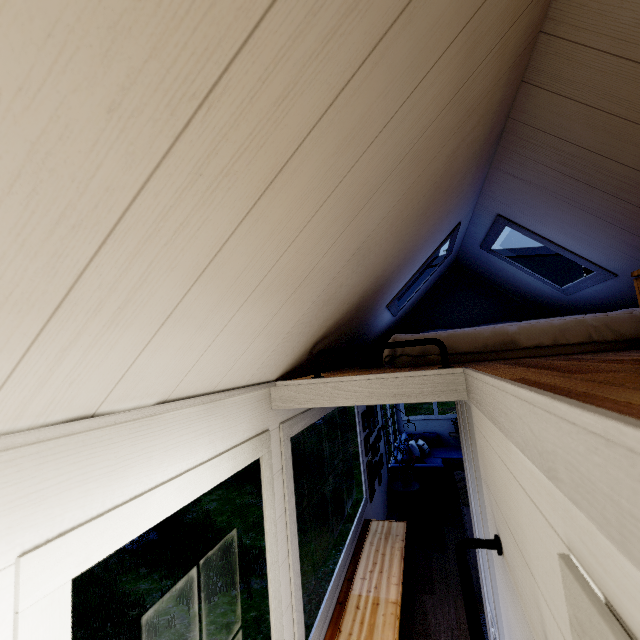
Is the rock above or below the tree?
below

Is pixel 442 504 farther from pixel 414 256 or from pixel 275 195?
pixel 275 195

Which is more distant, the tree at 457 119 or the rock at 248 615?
the rock at 248 615

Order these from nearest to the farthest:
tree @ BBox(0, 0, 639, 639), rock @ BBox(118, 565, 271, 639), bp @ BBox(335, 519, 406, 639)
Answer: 1. tree @ BBox(0, 0, 639, 639)
2. bp @ BBox(335, 519, 406, 639)
3. rock @ BBox(118, 565, 271, 639)

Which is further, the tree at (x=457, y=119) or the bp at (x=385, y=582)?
the bp at (x=385, y=582)

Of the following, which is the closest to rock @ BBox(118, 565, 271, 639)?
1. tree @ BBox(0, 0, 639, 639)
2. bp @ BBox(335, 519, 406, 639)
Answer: tree @ BBox(0, 0, 639, 639)
